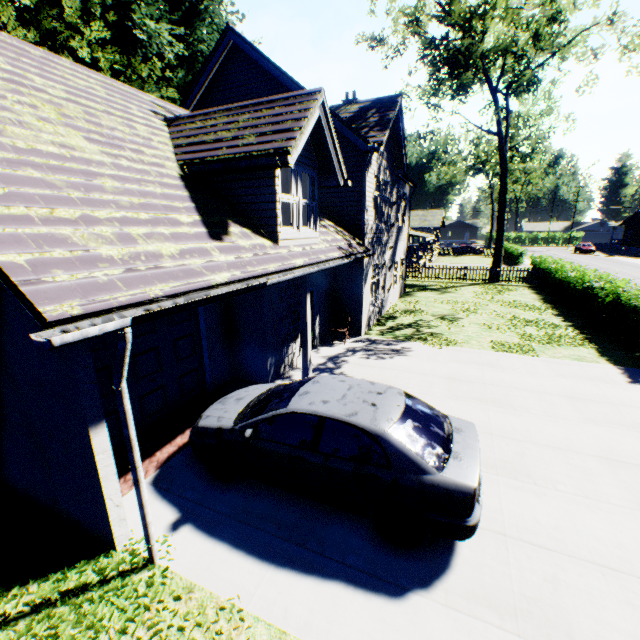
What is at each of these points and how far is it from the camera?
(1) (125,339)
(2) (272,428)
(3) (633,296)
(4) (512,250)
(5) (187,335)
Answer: (1) drain pipe, 3.2m
(2) car, 4.9m
(3) hedge, 11.8m
(4) hedge, 39.8m
(5) garage door, 7.8m

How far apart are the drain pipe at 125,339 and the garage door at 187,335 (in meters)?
2.57

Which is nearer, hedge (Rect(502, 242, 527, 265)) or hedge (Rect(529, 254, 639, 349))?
hedge (Rect(529, 254, 639, 349))

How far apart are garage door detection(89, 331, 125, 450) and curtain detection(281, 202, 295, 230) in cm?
238

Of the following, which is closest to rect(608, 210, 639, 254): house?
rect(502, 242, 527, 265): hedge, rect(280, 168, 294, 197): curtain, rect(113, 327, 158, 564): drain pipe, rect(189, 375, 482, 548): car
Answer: rect(502, 242, 527, 265): hedge

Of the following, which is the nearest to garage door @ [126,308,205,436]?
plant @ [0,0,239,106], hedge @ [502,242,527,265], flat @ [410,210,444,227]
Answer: plant @ [0,0,239,106]

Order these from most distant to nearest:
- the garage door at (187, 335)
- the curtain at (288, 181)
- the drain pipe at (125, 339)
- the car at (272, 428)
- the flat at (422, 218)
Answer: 1. the flat at (422, 218)
2. the curtain at (288, 181)
3. the garage door at (187, 335)
4. the car at (272, 428)
5. the drain pipe at (125, 339)

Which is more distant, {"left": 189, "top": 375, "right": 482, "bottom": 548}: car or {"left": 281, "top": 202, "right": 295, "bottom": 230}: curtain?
{"left": 281, "top": 202, "right": 295, "bottom": 230}: curtain
